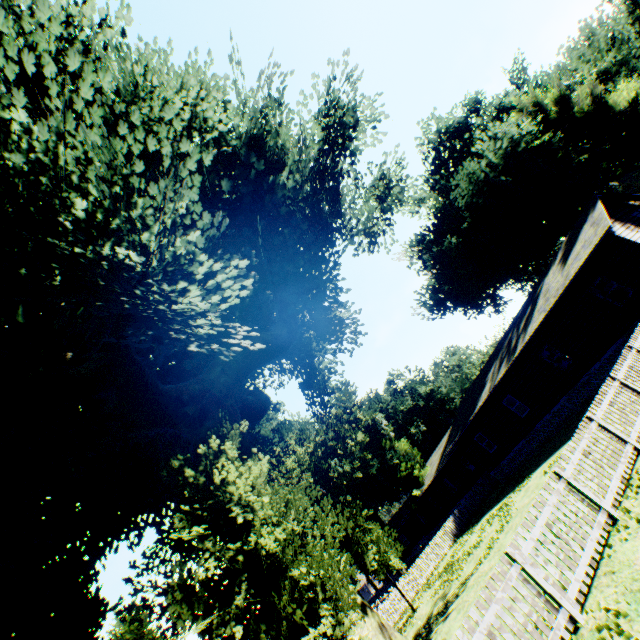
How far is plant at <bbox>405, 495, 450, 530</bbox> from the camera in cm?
3909

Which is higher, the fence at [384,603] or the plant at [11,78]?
the plant at [11,78]

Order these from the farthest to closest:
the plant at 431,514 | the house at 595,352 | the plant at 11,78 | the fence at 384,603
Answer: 1. the plant at 431,514
2. the fence at 384,603
3. the house at 595,352
4. the plant at 11,78

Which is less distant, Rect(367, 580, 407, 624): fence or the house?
the house

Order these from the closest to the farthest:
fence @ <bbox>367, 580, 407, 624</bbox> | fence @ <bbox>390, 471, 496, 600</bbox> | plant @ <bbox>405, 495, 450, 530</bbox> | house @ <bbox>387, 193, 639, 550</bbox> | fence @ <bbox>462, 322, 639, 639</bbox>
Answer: fence @ <bbox>462, 322, 639, 639</bbox> → house @ <bbox>387, 193, 639, 550</bbox> → fence @ <bbox>367, 580, 407, 624</bbox> → fence @ <bbox>390, 471, 496, 600</bbox> → plant @ <bbox>405, 495, 450, 530</bbox>

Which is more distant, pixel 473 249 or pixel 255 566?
pixel 473 249

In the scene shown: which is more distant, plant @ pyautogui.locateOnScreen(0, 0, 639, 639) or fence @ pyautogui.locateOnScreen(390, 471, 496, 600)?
fence @ pyautogui.locateOnScreen(390, 471, 496, 600)

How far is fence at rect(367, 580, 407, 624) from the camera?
21.8m
